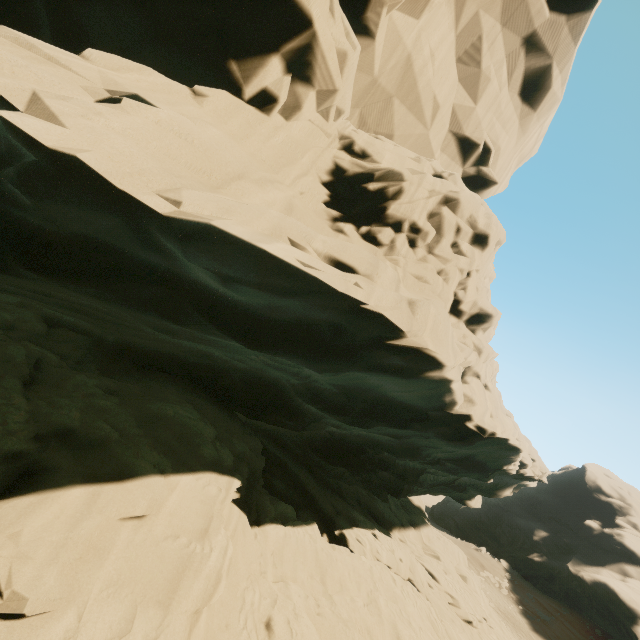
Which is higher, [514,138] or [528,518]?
[514,138]
